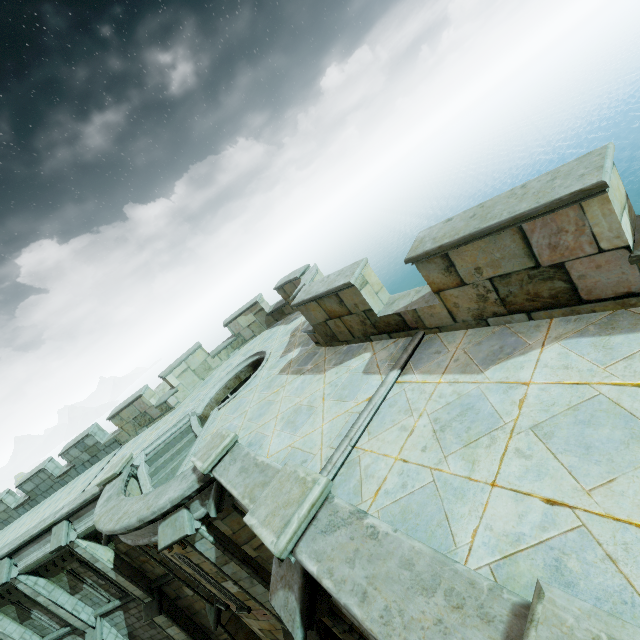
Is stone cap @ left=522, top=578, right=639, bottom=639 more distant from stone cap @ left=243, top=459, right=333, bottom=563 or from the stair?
the stair

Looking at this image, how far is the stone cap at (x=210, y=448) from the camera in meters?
6.2

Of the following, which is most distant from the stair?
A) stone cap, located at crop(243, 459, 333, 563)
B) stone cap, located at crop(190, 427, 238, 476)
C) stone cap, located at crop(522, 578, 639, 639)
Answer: stone cap, located at crop(522, 578, 639, 639)

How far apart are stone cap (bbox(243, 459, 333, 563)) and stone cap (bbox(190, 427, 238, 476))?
2.42m

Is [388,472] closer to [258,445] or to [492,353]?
[492,353]

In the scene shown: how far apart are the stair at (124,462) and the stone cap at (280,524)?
8.7 meters

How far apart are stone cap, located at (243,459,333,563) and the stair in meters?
8.7 m
